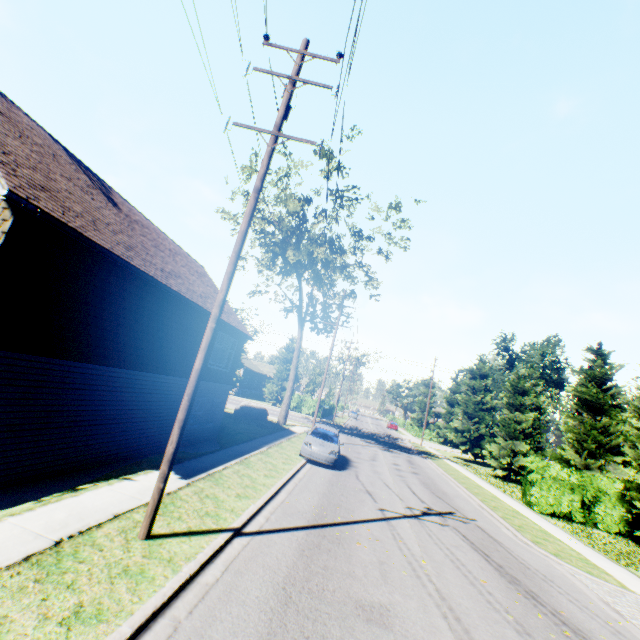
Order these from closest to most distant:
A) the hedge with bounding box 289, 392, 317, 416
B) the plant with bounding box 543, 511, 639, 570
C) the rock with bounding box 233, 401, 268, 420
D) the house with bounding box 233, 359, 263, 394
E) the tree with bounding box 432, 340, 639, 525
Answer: the plant with bounding box 543, 511, 639, 570, the tree with bounding box 432, 340, 639, 525, the rock with bounding box 233, 401, 268, 420, the hedge with bounding box 289, 392, 317, 416, the house with bounding box 233, 359, 263, 394

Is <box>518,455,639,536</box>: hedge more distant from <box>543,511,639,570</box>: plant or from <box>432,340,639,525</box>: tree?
<box>543,511,639,570</box>: plant

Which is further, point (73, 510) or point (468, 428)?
point (468, 428)

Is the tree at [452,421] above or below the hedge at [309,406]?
above

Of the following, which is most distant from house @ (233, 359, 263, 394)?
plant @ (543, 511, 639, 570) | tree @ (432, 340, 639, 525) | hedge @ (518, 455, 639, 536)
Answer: plant @ (543, 511, 639, 570)

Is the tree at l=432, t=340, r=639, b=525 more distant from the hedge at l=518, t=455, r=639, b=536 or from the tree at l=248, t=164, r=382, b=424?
the tree at l=248, t=164, r=382, b=424

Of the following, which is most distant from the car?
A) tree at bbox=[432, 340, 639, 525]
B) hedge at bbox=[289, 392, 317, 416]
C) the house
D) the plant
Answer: the house

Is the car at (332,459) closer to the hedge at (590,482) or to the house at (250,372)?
the hedge at (590,482)
